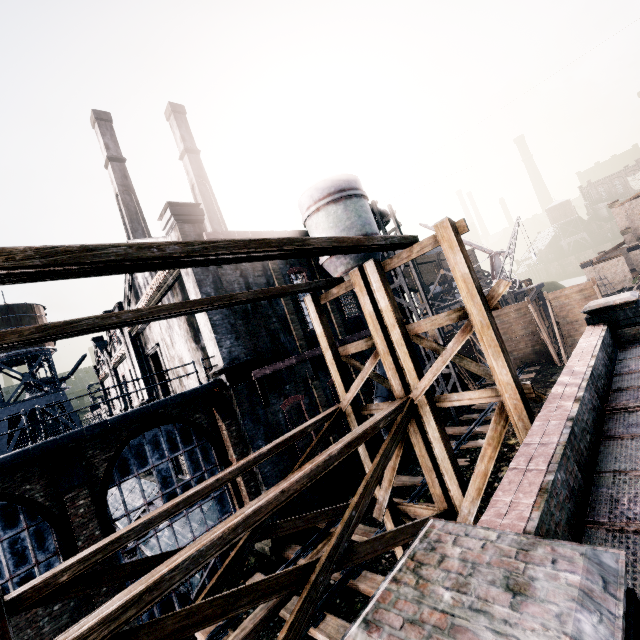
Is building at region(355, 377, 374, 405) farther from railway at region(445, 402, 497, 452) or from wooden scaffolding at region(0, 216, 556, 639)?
railway at region(445, 402, 497, 452)

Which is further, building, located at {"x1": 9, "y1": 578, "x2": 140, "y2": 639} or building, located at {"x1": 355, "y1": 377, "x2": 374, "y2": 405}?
building, located at {"x1": 355, "y1": 377, "x2": 374, "y2": 405}

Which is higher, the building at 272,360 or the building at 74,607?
the building at 272,360

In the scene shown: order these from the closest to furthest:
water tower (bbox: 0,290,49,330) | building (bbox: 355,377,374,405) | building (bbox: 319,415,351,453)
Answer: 1. building (bbox: 319,415,351,453)
2. building (bbox: 355,377,374,405)
3. water tower (bbox: 0,290,49,330)

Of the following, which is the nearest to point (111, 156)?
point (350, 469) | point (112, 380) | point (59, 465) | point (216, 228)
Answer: point (216, 228)

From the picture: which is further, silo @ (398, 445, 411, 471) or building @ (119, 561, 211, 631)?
silo @ (398, 445, 411, 471)

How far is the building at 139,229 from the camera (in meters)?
16.50

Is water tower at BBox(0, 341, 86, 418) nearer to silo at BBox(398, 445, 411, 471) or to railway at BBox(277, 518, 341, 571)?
railway at BBox(277, 518, 341, 571)
